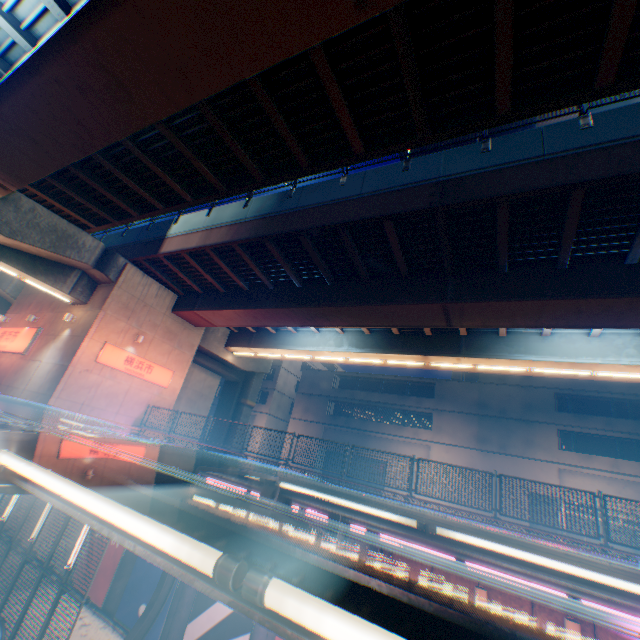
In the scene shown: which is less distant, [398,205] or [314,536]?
[314,536]

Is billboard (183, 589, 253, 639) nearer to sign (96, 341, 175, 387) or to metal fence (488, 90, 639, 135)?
metal fence (488, 90, 639, 135)

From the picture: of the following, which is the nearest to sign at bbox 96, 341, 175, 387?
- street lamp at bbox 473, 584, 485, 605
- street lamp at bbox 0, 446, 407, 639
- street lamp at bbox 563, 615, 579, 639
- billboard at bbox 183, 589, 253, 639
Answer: billboard at bbox 183, 589, 253, 639

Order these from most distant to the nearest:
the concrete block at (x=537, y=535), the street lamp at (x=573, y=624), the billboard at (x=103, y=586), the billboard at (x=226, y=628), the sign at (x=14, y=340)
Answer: the sign at (x=14, y=340) → the billboard at (x=103, y=586) → the billboard at (x=226, y=628) → the concrete block at (x=537, y=535) → the street lamp at (x=573, y=624)

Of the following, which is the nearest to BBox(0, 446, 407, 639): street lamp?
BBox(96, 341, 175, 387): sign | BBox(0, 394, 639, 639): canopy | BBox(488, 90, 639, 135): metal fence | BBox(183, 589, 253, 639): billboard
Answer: BBox(0, 394, 639, 639): canopy

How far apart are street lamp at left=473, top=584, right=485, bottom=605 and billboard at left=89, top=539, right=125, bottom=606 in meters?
13.6 m

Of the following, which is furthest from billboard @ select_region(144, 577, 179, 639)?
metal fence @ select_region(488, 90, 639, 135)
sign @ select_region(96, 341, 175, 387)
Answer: sign @ select_region(96, 341, 175, 387)

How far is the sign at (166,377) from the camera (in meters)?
16.58
